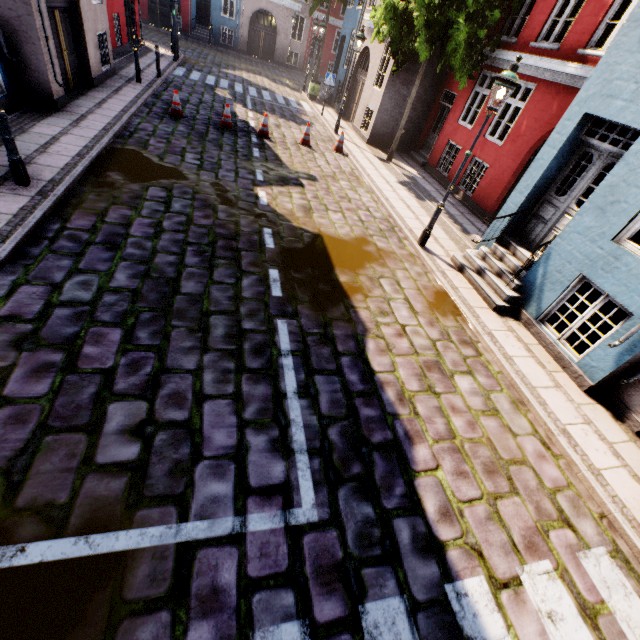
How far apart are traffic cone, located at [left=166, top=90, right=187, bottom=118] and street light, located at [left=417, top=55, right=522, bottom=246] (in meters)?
9.26

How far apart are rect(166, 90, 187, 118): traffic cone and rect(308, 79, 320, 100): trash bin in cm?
1182

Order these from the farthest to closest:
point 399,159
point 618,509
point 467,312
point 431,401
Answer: point 399,159
point 467,312
point 431,401
point 618,509

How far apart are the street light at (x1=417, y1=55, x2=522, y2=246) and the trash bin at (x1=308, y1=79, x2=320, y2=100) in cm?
1707

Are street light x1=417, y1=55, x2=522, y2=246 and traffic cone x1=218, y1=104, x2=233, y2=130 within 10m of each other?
yes

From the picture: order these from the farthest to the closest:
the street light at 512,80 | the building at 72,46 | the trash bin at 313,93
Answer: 1. the trash bin at 313,93
2. the building at 72,46
3. the street light at 512,80

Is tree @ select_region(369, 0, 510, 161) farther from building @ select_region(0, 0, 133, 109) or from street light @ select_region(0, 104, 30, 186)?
street light @ select_region(0, 104, 30, 186)

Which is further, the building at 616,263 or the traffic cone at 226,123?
the traffic cone at 226,123
